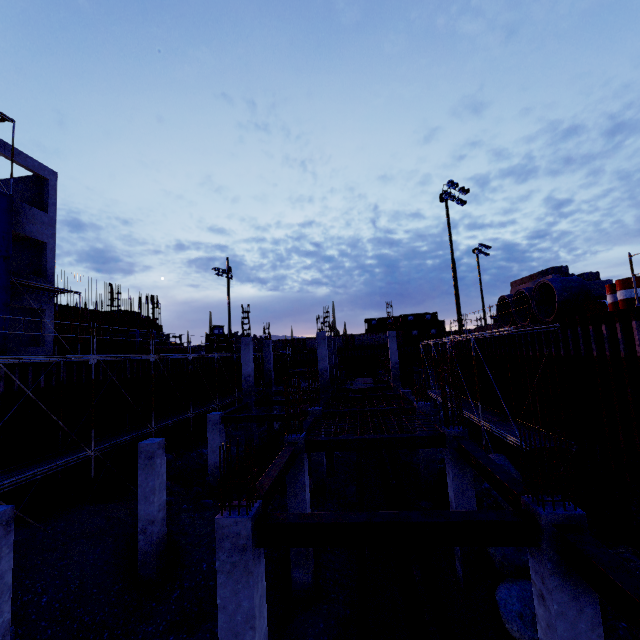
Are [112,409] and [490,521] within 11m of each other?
no

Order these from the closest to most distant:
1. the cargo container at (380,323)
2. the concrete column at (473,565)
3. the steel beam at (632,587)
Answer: the steel beam at (632,587) < the concrete column at (473,565) < the cargo container at (380,323)

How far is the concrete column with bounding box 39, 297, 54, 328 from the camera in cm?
1863

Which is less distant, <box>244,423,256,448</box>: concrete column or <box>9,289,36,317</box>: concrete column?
<box>9,289,36,317</box>: concrete column

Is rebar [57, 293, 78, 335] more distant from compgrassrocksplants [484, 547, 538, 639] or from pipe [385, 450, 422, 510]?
compgrassrocksplants [484, 547, 538, 639]

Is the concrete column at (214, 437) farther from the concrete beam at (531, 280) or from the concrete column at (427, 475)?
the concrete beam at (531, 280)

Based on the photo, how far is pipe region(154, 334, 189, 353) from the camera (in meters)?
22.94

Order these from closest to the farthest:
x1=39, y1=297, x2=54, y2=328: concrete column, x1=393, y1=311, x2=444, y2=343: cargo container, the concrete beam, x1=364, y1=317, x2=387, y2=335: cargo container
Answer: the concrete beam
x1=39, y1=297, x2=54, y2=328: concrete column
x1=393, y1=311, x2=444, y2=343: cargo container
x1=364, y1=317, x2=387, y2=335: cargo container
